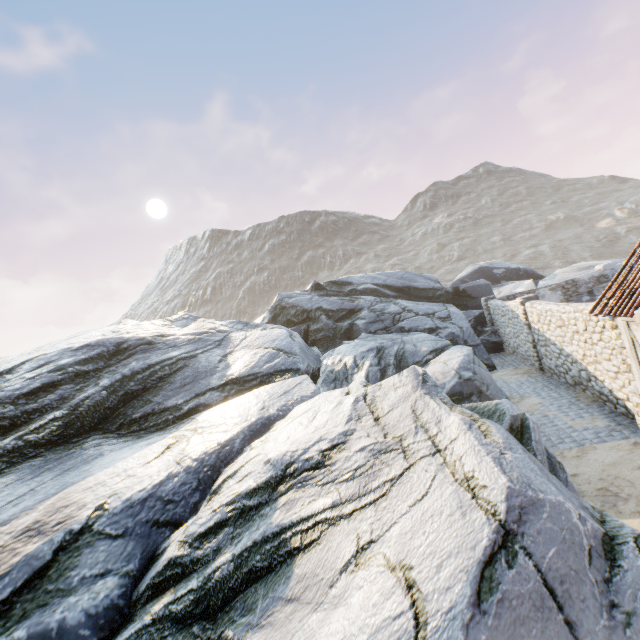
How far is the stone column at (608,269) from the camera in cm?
1784

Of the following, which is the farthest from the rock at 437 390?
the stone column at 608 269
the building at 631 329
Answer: the building at 631 329

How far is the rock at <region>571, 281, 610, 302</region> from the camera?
17.61m

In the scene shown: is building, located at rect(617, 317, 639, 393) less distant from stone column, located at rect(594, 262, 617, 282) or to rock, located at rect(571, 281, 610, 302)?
rock, located at rect(571, 281, 610, 302)

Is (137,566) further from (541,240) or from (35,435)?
(541,240)

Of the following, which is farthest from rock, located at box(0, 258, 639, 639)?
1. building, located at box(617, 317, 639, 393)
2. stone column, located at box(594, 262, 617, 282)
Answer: building, located at box(617, 317, 639, 393)

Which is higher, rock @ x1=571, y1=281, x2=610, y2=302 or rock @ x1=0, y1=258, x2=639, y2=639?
rock @ x1=0, y1=258, x2=639, y2=639
